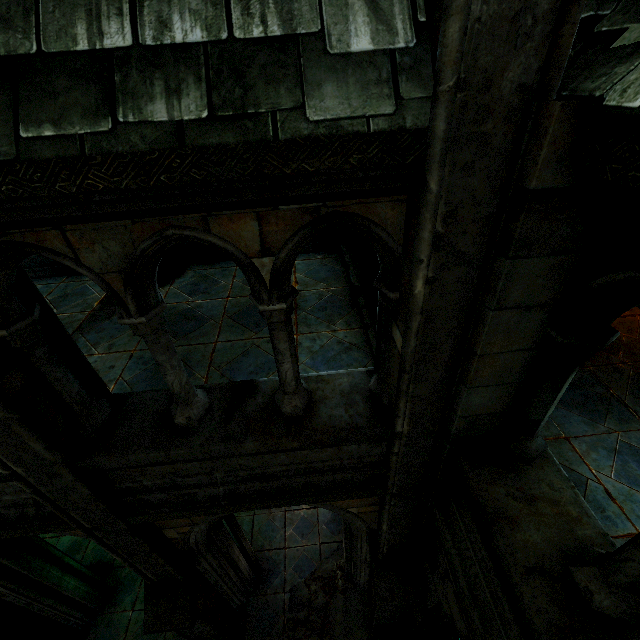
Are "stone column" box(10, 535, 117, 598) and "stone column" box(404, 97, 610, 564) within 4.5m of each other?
no

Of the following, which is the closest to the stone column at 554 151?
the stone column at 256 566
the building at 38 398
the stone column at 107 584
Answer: the building at 38 398

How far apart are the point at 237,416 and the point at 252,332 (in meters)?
2.66

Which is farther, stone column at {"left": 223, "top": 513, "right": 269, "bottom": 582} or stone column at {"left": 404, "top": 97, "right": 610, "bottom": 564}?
stone column at {"left": 223, "top": 513, "right": 269, "bottom": 582}

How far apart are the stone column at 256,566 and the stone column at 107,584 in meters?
2.0 m

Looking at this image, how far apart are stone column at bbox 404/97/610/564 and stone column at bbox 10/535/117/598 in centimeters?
589cm

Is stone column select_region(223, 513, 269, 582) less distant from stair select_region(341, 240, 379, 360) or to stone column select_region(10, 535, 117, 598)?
stone column select_region(10, 535, 117, 598)

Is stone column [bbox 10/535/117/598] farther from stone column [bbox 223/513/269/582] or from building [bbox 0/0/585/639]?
stone column [bbox 223/513/269/582]
